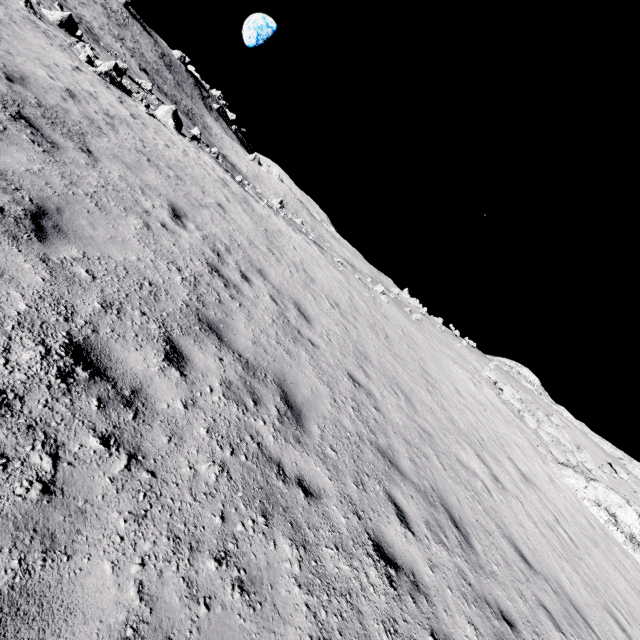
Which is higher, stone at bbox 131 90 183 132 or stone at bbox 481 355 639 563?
stone at bbox 481 355 639 563

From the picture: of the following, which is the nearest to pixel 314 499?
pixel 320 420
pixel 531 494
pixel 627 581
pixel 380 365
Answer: pixel 320 420

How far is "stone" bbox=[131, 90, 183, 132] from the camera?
16.7m

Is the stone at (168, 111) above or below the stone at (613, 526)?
below

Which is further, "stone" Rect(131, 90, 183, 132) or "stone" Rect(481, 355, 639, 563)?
"stone" Rect(131, 90, 183, 132)

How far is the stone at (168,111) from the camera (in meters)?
16.73
